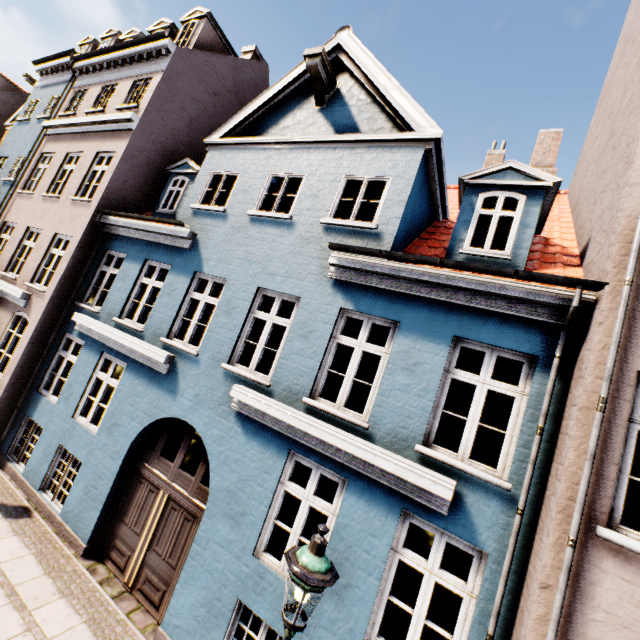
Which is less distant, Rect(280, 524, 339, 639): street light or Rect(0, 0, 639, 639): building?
Rect(280, 524, 339, 639): street light

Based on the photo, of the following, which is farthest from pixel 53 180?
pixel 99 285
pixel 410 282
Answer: pixel 410 282

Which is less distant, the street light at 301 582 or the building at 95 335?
the street light at 301 582
